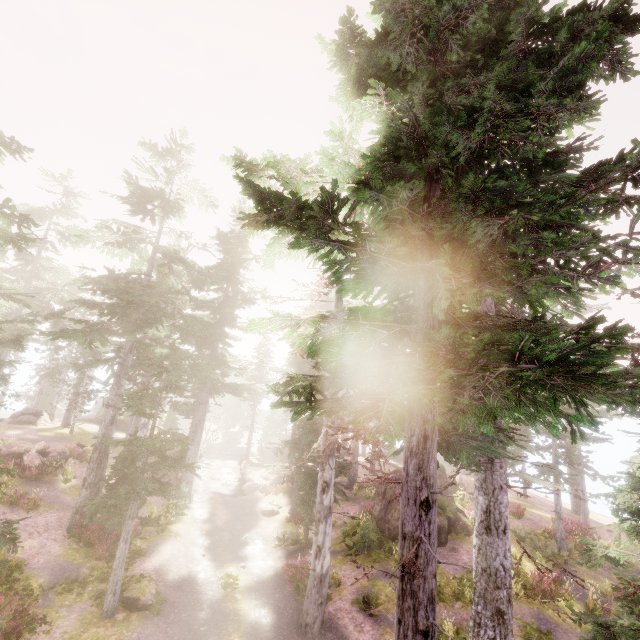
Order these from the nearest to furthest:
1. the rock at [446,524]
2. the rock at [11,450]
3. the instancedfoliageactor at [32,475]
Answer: the instancedfoliageactor at [32,475], the rock at [446,524], the rock at [11,450]

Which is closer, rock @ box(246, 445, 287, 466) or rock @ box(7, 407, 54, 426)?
rock @ box(7, 407, 54, 426)

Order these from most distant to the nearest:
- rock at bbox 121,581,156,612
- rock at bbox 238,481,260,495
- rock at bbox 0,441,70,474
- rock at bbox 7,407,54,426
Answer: rock at bbox 7,407,54,426 < rock at bbox 238,481,260,495 < rock at bbox 0,441,70,474 < rock at bbox 121,581,156,612

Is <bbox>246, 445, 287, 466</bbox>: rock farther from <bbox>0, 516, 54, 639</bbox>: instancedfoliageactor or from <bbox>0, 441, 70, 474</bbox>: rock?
<bbox>0, 441, 70, 474</bbox>: rock

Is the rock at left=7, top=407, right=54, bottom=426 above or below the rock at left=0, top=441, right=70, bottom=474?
above

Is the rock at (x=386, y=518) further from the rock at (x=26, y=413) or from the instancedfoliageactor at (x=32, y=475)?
the rock at (x=26, y=413)

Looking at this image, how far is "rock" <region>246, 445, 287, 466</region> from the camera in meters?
37.9

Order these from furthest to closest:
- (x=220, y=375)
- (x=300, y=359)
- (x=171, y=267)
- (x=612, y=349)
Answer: (x=300, y=359)
(x=220, y=375)
(x=171, y=267)
(x=612, y=349)
